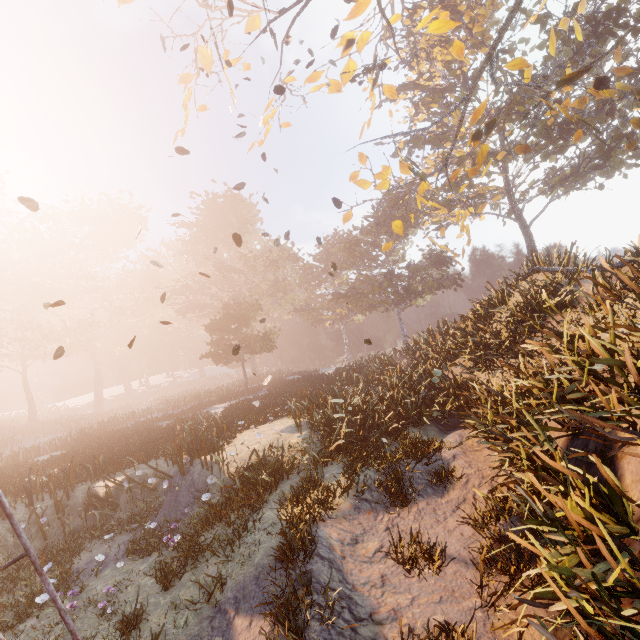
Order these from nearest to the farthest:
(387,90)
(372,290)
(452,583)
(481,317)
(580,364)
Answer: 1. (452,583)
2. (580,364)
3. (481,317)
4. (387,90)
5. (372,290)

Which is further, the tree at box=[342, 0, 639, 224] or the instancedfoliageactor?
the tree at box=[342, 0, 639, 224]

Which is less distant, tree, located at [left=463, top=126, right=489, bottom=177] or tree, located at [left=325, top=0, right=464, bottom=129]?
tree, located at [left=325, top=0, right=464, bottom=129]

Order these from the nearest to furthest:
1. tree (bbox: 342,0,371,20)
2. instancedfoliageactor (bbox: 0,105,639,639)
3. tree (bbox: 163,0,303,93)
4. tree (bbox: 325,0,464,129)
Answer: instancedfoliageactor (bbox: 0,105,639,639), tree (bbox: 163,0,303,93), tree (bbox: 342,0,371,20), tree (bbox: 325,0,464,129)

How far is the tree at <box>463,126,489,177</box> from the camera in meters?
12.8

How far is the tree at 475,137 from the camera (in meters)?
12.75

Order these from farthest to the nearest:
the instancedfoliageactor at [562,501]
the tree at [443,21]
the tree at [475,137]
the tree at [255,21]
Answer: the tree at [475,137] < the tree at [443,21] < the tree at [255,21] < the instancedfoliageactor at [562,501]

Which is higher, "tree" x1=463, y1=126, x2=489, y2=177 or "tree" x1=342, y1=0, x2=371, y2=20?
"tree" x1=342, y1=0, x2=371, y2=20
